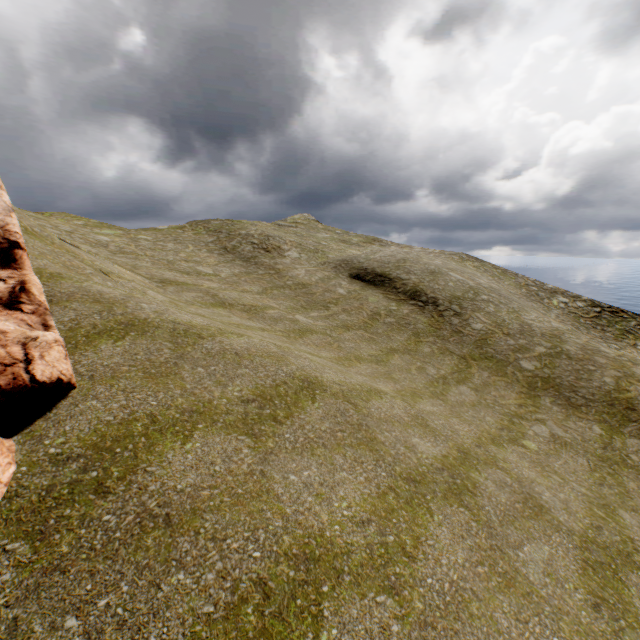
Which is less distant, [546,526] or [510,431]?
[546,526]

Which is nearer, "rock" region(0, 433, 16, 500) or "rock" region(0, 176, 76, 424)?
"rock" region(0, 433, 16, 500)

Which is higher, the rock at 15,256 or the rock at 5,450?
the rock at 15,256

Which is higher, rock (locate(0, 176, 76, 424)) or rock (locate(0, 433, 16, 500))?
rock (locate(0, 176, 76, 424))

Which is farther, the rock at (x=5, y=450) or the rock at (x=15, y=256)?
the rock at (x=15, y=256)
